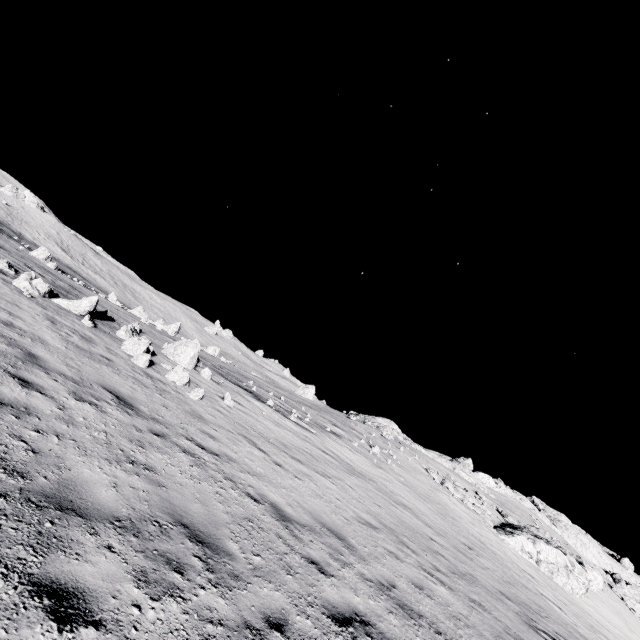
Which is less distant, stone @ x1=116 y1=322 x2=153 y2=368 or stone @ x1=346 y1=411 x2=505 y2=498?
stone @ x1=116 y1=322 x2=153 y2=368

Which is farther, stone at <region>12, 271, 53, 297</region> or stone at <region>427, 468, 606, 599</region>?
stone at <region>427, 468, 606, 599</region>

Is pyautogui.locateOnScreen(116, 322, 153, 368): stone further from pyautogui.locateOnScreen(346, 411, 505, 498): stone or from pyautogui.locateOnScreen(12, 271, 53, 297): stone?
pyautogui.locateOnScreen(346, 411, 505, 498): stone

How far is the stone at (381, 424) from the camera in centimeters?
4206cm

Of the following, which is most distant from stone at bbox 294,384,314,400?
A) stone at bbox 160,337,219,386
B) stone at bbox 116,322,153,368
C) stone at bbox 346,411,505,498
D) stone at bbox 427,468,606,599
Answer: stone at bbox 116,322,153,368

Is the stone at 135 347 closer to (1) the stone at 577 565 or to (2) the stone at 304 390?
(1) the stone at 577 565

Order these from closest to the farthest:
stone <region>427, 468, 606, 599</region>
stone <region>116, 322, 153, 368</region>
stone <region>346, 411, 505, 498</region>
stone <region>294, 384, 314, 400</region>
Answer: stone <region>116, 322, 153, 368</region>, stone <region>427, 468, 606, 599</region>, stone <region>346, 411, 505, 498</region>, stone <region>294, 384, 314, 400</region>

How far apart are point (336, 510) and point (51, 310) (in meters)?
10.98
